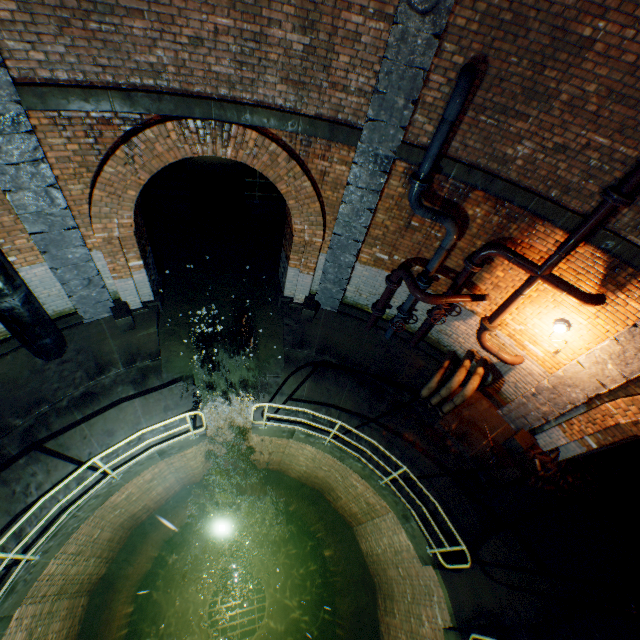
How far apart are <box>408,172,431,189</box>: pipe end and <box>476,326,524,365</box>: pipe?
3.2m

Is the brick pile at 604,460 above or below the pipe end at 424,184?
below

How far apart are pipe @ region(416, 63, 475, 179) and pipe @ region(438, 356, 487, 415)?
4.2m

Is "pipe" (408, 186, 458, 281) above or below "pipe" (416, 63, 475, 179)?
below

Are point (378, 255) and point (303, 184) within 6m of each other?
yes

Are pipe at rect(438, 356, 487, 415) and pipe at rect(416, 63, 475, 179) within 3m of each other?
no

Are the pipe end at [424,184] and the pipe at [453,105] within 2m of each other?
yes

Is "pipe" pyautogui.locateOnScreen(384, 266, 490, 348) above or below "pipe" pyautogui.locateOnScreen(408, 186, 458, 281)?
below
